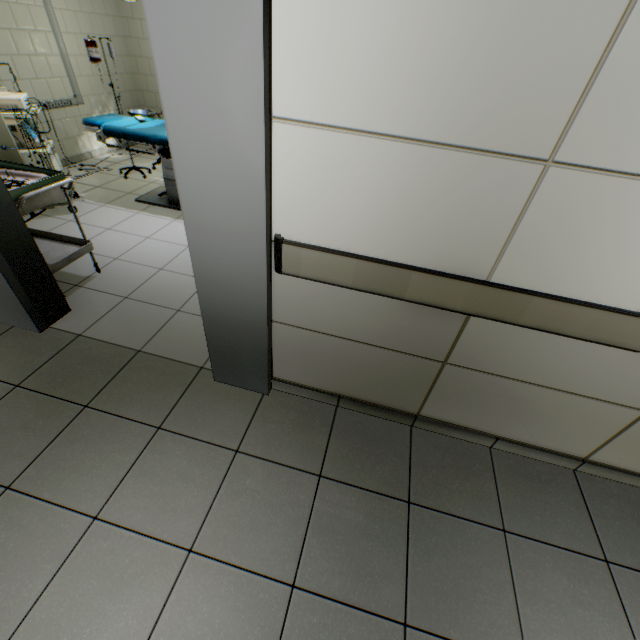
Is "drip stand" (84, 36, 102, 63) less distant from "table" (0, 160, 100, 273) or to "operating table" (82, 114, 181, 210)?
"operating table" (82, 114, 181, 210)

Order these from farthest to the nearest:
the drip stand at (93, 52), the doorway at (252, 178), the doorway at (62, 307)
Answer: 1. the drip stand at (93, 52)
2. the doorway at (62, 307)
3. the doorway at (252, 178)

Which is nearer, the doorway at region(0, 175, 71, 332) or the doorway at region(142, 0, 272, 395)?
the doorway at region(142, 0, 272, 395)

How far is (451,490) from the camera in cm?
181

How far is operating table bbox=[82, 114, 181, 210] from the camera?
3.61m

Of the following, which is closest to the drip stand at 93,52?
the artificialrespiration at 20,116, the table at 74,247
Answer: the artificialrespiration at 20,116

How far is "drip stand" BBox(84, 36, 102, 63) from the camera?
3.99m

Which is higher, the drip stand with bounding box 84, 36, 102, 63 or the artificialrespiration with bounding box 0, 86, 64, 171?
the drip stand with bounding box 84, 36, 102, 63
